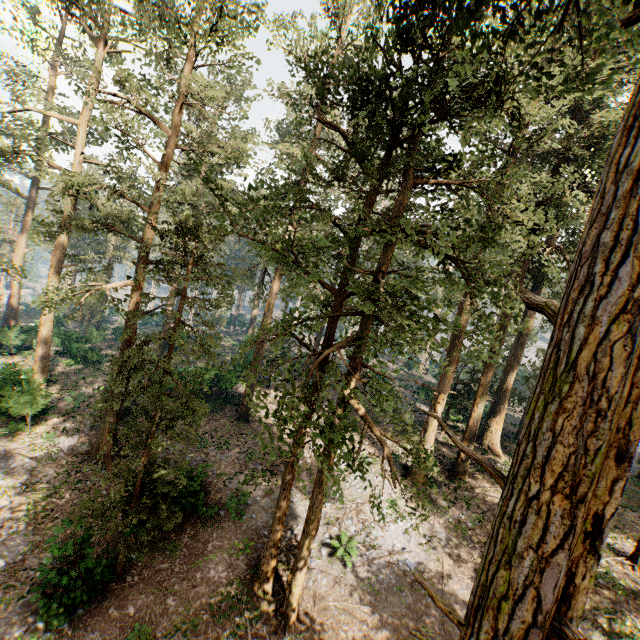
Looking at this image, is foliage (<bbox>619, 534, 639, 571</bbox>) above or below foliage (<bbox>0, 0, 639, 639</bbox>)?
below

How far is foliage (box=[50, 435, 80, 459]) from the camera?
18.5m

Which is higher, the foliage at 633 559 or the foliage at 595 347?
the foliage at 595 347

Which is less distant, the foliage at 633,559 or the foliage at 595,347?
the foliage at 595,347

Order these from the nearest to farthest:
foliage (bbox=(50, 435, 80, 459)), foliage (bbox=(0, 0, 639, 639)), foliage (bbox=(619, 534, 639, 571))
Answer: foliage (bbox=(0, 0, 639, 639)) → foliage (bbox=(619, 534, 639, 571)) → foliage (bbox=(50, 435, 80, 459))

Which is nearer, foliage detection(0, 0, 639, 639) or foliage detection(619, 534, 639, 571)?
foliage detection(0, 0, 639, 639)

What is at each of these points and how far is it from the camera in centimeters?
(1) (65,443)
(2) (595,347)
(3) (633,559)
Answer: (1) foliage, 1942cm
(2) foliage, 230cm
(3) foliage, 1503cm
